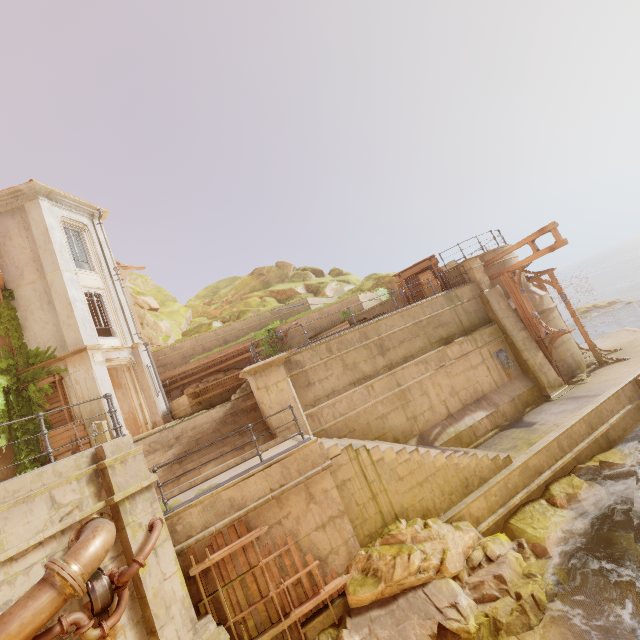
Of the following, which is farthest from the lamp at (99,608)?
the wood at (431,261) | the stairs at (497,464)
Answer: the wood at (431,261)

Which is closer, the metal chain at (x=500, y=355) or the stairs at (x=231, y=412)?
the stairs at (x=231, y=412)

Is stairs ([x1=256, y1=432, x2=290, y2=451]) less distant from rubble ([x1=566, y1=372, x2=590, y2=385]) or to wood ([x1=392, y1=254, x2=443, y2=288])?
wood ([x1=392, y1=254, x2=443, y2=288])

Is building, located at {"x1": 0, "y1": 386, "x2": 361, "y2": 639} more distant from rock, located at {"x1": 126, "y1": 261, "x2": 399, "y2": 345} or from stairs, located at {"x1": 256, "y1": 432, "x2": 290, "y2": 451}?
rock, located at {"x1": 126, "y1": 261, "x2": 399, "y2": 345}

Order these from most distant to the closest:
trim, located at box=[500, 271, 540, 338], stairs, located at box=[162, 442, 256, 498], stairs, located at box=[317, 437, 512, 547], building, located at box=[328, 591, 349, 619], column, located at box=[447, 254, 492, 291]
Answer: column, located at box=[447, 254, 492, 291]
trim, located at box=[500, 271, 540, 338]
stairs, located at box=[162, 442, 256, 498]
stairs, located at box=[317, 437, 512, 547]
building, located at box=[328, 591, 349, 619]

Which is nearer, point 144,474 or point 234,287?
point 144,474

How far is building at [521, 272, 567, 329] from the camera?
15.1m

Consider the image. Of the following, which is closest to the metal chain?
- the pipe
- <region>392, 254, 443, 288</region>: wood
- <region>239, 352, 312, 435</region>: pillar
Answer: <region>392, 254, 443, 288</region>: wood
